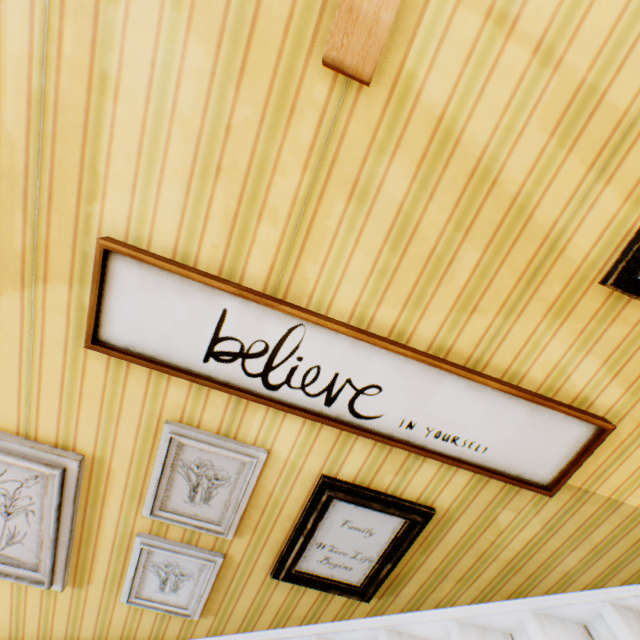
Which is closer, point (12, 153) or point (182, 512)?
point (12, 153)

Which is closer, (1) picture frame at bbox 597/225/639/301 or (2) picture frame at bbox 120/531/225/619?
(1) picture frame at bbox 597/225/639/301

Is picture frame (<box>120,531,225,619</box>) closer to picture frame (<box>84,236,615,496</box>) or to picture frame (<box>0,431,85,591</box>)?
picture frame (<box>0,431,85,591</box>)

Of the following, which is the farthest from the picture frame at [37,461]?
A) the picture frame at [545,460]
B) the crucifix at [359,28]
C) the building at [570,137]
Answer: the crucifix at [359,28]

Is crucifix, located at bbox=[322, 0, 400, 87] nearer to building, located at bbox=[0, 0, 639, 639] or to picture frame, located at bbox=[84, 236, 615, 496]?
building, located at bbox=[0, 0, 639, 639]

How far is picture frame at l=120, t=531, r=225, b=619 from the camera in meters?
1.6 m

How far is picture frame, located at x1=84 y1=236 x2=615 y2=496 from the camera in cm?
110

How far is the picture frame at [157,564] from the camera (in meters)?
1.62
